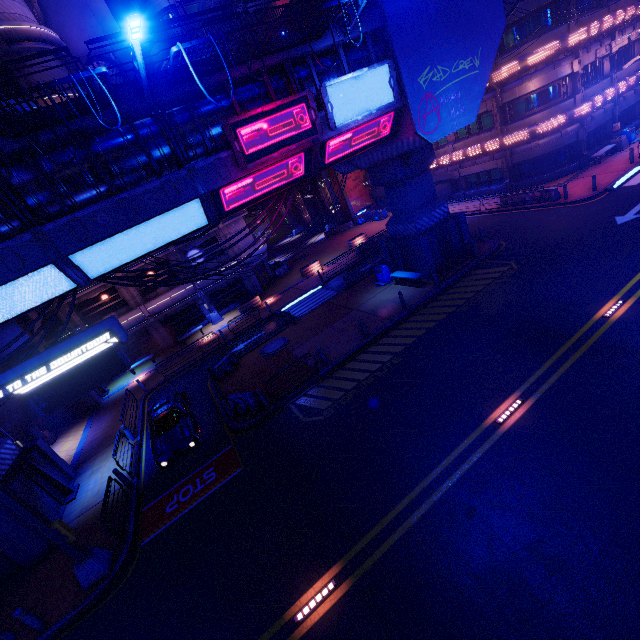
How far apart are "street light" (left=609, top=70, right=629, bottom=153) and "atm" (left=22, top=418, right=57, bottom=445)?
47.9m

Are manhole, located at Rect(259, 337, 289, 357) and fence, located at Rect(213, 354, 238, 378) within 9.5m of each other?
yes

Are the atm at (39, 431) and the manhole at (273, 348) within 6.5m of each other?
no

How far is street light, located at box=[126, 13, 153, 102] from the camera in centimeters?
712cm

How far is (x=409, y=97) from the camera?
14.1m

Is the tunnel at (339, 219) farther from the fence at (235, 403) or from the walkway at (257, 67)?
the fence at (235, 403)

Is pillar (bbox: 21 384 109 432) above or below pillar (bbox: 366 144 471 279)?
below

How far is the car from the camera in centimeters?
1424cm
